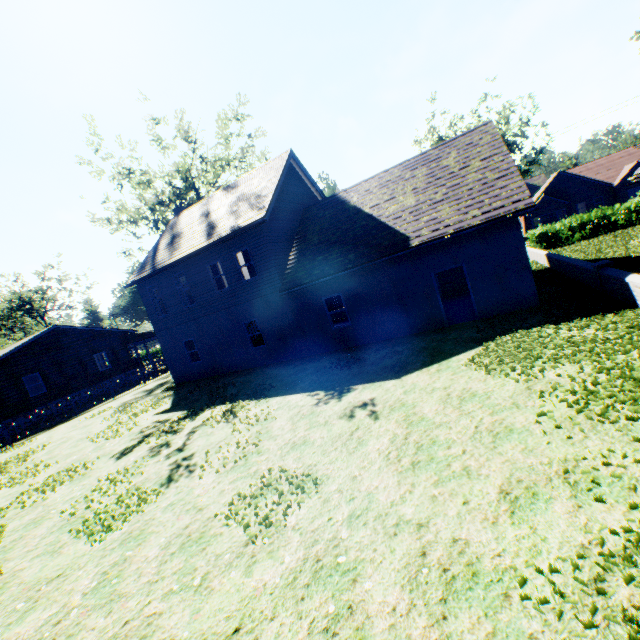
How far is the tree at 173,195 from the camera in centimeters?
2853cm

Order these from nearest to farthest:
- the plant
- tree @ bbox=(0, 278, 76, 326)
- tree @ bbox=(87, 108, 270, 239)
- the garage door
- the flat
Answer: → the plant, the garage door, the flat, tree @ bbox=(87, 108, 270, 239), tree @ bbox=(0, 278, 76, 326)

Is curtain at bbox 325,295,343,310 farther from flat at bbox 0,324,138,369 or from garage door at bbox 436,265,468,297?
flat at bbox 0,324,138,369

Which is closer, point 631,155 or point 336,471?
point 336,471

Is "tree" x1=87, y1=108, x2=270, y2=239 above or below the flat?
above

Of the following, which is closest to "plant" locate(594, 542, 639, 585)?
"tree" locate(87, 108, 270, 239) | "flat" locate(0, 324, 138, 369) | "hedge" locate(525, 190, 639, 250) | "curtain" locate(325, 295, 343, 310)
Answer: "tree" locate(87, 108, 270, 239)

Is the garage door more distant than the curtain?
No

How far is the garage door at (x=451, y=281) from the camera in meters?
19.1 m
